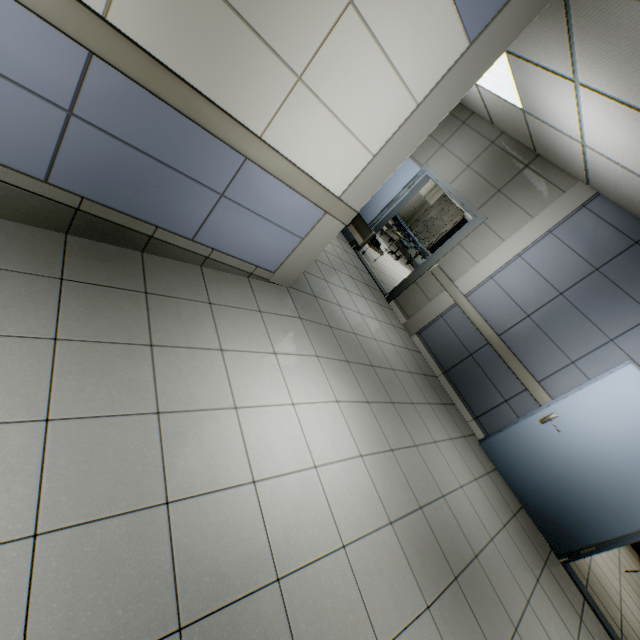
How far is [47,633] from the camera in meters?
1.1

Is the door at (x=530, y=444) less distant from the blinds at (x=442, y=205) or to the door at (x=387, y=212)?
the door at (x=387, y=212)

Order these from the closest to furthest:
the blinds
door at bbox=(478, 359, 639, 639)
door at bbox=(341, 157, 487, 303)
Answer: door at bbox=(478, 359, 639, 639)
door at bbox=(341, 157, 487, 303)
the blinds

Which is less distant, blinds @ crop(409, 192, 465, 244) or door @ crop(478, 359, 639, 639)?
door @ crop(478, 359, 639, 639)

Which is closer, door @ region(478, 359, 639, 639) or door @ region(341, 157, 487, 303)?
door @ region(478, 359, 639, 639)

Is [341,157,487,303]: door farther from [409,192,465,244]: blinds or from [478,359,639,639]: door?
[409,192,465,244]: blinds

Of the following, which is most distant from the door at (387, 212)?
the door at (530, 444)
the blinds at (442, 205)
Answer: the blinds at (442, 205)

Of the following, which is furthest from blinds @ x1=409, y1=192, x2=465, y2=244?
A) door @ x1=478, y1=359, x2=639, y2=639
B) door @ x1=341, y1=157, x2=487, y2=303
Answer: door @ x1=478, y1=359, x2=639, y2=639
